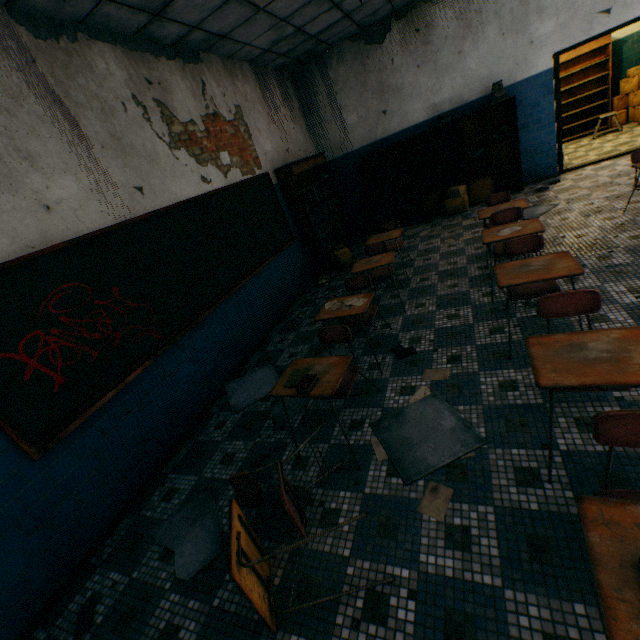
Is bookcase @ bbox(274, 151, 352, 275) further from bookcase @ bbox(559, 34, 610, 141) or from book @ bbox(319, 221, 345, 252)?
bookcase @ bbox(559, 34, 610, 141)

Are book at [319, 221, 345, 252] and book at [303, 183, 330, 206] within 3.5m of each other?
yes

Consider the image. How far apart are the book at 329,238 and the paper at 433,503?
5.2 meters

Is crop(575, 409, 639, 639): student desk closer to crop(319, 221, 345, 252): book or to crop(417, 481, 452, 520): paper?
crop(417, 481, 452, 520): paper

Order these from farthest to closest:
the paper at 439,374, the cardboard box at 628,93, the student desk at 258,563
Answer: the cardboard box at 628,93 < the paper at 439,374 < the student desk at 258,563

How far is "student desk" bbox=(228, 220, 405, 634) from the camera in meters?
1.6 m

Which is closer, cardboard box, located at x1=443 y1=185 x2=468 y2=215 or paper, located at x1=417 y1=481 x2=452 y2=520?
paper, located at x1=417 y1=481 x2=452 y2=520

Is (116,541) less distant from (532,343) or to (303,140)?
(532,343)
